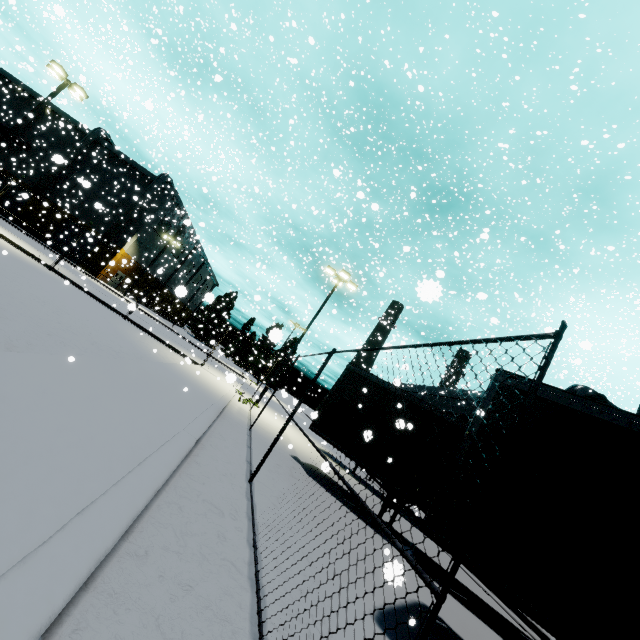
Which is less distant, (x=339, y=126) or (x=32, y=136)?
(x=339, y=126)

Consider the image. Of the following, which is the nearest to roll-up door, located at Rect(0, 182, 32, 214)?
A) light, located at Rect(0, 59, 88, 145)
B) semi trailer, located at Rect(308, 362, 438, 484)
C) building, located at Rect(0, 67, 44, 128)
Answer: building, located at Rect(0, 67, 44, 128)

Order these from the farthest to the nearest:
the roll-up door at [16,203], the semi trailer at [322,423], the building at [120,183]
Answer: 1. the building at [120,183]
2. the roll-up door at [16,203]
3. the semi trailer at [322,423]

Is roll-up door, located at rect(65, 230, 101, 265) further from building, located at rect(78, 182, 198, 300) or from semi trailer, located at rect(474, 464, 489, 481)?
semi trailer, located at rect(474, 464, 489, 481)

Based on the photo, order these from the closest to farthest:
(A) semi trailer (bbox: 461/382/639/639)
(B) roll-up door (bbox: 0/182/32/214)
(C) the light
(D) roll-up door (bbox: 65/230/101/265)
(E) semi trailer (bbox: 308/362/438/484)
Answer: (A) semi trailer (bbox: 461/382/639/639), (E) semi trailer (bbox: 308/362/438/484), (C) the light, (B) roll-up door (bbox: 0/182/32/214), (D) roll-up door (bbox: 65/230/101/265)

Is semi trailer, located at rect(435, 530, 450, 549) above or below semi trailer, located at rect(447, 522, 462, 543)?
below

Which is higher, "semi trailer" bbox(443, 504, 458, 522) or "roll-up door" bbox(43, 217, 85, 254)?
"roll-up door" bbox(43, 217, 85, 254)

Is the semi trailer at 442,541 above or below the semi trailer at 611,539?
below
